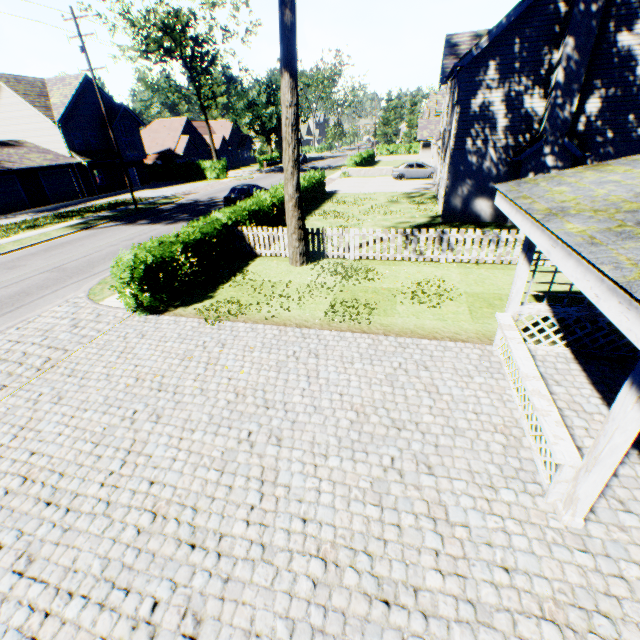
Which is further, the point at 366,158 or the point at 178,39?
the point at 366,158

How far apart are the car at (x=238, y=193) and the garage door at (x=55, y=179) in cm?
2083

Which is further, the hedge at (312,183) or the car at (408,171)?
the car at (408,171)

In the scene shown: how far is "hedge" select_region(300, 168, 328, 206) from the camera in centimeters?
2263cm

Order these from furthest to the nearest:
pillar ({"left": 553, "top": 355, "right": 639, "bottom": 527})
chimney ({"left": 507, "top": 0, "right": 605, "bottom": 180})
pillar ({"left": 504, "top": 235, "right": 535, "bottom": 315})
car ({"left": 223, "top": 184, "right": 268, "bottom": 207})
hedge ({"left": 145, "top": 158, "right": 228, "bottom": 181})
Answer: hedge ({"left": 145, "top": 158, "right": 228, "bottom": 181}) < car ({"left": 223, "top": 184, "right": 268, "bottom": 207}) < chimney ({"left": 507, "top": 0, "right": 605, "bottom": 180}) < pillar ({"left": 504, "top": 235, "right": 535, "bottom": 315}) < pillar ({"left": 553, "top": 355, "right": 639, "bottom": 527})

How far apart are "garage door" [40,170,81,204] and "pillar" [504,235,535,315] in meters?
40.5

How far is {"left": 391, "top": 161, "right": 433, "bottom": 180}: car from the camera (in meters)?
31.17

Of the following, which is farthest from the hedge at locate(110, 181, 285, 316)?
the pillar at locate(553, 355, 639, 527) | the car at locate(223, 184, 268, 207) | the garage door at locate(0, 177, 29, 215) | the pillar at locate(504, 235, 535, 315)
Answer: the garage door at locate(0, 177, 29, 215)
